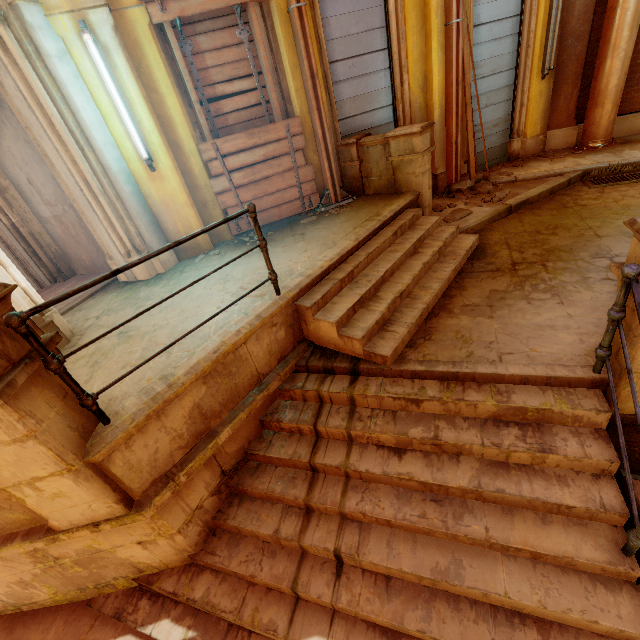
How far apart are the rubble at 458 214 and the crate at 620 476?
4.1m

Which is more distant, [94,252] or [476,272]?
[94,252]

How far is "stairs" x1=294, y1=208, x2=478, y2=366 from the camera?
3.4 meters

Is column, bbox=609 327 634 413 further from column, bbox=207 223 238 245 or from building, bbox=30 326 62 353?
column, bbox=207 223 238 245

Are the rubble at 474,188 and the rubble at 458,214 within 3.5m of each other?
yes

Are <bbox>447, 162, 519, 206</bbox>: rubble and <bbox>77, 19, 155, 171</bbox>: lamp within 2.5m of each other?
no

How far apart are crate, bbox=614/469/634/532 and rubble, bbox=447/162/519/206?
4.6 meters

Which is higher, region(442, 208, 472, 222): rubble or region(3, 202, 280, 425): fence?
region(3, 202, 280, 425): fence
